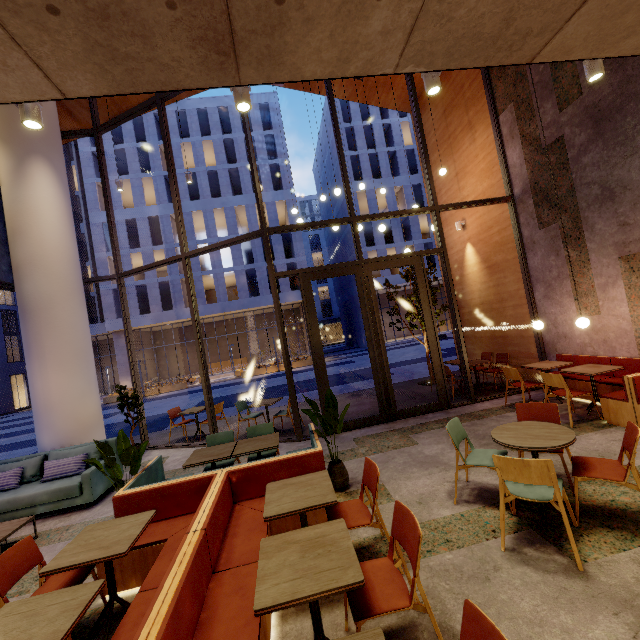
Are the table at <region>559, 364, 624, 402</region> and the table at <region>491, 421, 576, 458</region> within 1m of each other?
no

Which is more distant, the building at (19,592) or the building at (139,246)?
the building at (139,246)

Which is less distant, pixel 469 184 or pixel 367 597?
pixel 367 597

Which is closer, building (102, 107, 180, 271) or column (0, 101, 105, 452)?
column (0, 101, 105, 452)

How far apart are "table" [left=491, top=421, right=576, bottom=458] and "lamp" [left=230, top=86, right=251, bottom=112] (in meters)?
4.27

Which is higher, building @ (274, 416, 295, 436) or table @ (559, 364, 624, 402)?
table @ (559, 364, 624, 402)

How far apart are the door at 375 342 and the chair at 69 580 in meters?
4.5 m

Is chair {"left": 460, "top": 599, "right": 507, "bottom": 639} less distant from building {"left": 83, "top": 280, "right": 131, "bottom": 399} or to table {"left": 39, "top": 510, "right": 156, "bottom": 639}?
table {"left": 39, "top": 510, "right": 156, "bottom": 639}
